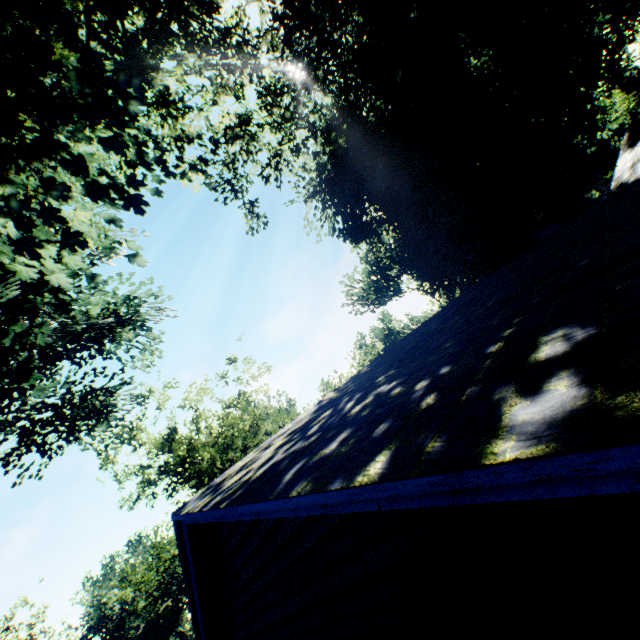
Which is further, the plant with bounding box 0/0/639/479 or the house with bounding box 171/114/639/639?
the plant with bounding box 0/0/639/479

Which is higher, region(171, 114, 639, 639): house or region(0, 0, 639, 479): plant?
region(0, 0, 639, 479): plant

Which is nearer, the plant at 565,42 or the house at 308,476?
the house at 308,476

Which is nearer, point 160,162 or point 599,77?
point 160,162

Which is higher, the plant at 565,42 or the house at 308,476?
the plant at 565,42
